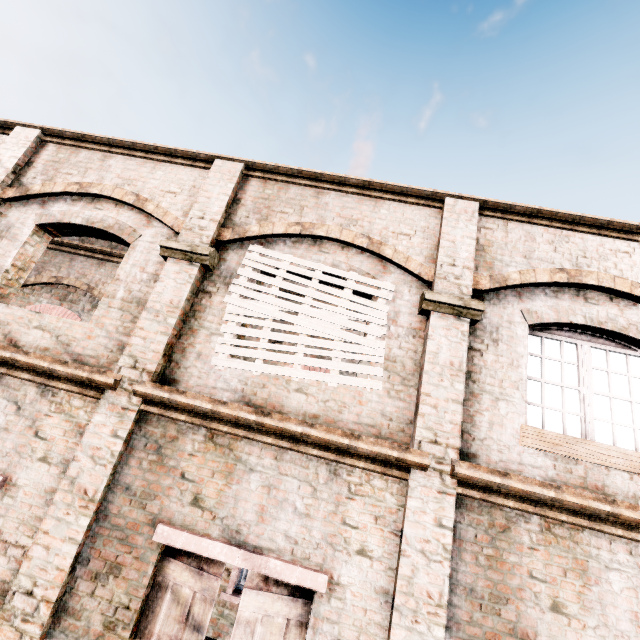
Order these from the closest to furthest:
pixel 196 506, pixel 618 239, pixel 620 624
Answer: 1. pixel 620 624
2. pixel 196 506
3. pixel 618 239
